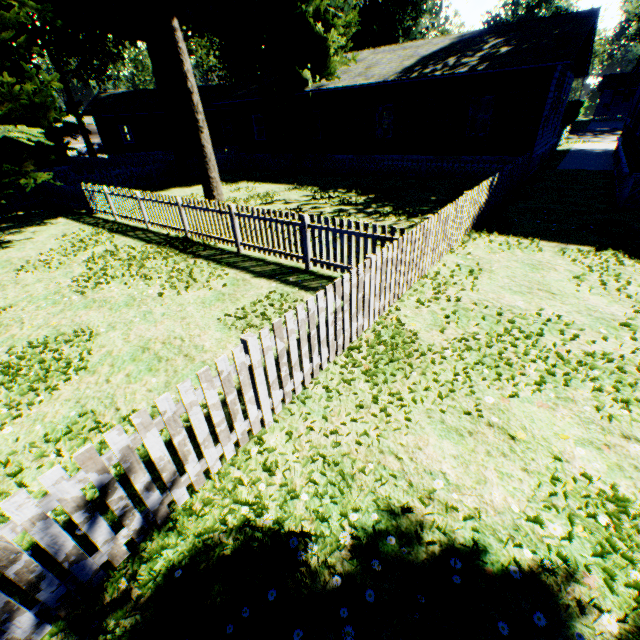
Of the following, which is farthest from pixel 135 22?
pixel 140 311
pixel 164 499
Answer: pixel 164 499

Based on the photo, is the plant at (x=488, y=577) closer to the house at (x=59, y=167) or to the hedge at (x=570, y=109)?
the house at (x=59, y=167)

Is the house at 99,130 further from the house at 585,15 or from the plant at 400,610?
the house at 585,15

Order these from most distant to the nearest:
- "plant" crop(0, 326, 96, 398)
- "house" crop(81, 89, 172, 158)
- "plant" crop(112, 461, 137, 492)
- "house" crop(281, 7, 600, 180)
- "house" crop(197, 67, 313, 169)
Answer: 1. "house" crop(81, 89, 172, 158)
2. "house" crop(197, 67, 313, 169)
3. "house" crop(281, 7, 600, 180)
4. "plant" crop(0, 326, 96, 398)
5. "plant" crop(112, 461, 137, 492)

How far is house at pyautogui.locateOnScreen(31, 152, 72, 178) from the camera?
23.05m

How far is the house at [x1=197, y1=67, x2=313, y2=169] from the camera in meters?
22.2 m

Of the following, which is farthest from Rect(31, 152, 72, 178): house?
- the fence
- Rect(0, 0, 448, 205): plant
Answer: Rect(0, 0, 448, 205): plant

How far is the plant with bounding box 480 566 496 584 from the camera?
2.49m
